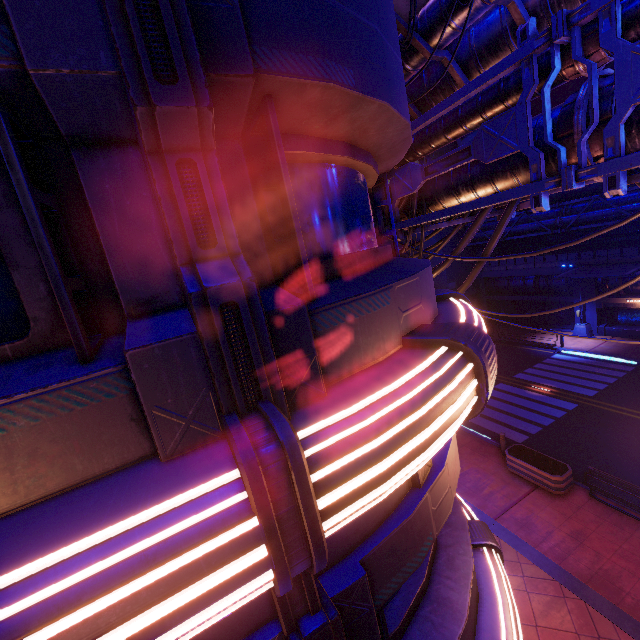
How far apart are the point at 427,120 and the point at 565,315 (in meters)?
27.67

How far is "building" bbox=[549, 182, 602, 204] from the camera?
25.6m

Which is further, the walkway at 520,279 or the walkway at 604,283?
the walkway at 520,279

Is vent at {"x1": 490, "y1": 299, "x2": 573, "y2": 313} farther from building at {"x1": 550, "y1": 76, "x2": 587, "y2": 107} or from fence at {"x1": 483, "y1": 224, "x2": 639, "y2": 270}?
building at {"x1": 550, "y1": 76, "x2": 587, "y2": 107}

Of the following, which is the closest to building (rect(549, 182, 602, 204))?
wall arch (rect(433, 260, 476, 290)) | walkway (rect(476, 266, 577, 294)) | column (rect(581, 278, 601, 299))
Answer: wall arch (rect(433, 260, 476, 290))

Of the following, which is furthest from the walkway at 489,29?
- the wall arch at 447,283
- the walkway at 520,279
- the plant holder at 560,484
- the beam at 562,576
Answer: the walkway at 520,279

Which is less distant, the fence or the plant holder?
the plant holder

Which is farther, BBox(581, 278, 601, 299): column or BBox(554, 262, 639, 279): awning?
BBox(581, 278, 601, 299): column
